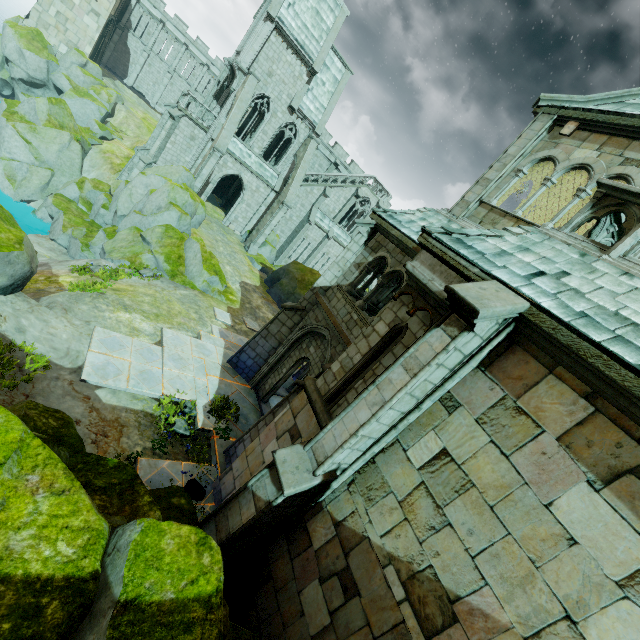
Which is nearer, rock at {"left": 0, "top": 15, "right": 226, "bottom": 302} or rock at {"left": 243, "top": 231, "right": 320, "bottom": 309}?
rock at {"left": 0, "top": 15, "right": 226, "bottom": 302}

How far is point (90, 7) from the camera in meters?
36.1

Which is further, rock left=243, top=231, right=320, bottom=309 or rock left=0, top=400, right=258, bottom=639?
rock left=243, top=231, right=320, bottom=309

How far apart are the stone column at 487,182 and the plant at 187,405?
10.3m

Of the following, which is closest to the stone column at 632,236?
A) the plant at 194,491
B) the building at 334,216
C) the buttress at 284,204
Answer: the plant at 194,491

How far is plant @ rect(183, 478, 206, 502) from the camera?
8.21m

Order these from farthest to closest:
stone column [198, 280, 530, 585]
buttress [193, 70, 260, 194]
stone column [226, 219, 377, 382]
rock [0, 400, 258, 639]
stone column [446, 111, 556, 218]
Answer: buttress [193, 70, 260, 194] < stone column [226, 219, 377, 382] < stone column [446, 111, 556, 218] < stone column [198, 280, 530, 585] < rock [0, 400, 258, 639]

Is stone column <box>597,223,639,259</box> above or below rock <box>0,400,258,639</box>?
above
